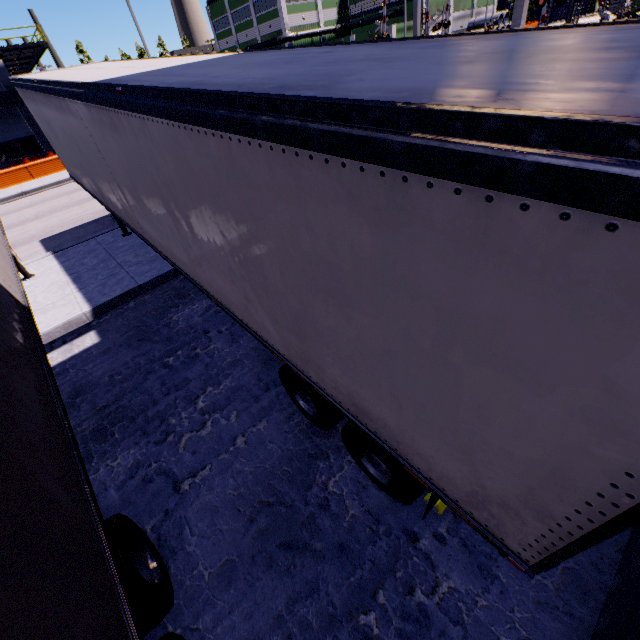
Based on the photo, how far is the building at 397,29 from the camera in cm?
4974

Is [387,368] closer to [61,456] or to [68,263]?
[61,456]

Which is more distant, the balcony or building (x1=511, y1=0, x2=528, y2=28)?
the balcony

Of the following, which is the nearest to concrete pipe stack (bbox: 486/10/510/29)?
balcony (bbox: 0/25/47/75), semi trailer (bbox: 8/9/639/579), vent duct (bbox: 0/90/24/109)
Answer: semi trailer (bbox: 8/9/639/579)

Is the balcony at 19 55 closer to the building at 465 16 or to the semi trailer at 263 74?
the building at 465 16

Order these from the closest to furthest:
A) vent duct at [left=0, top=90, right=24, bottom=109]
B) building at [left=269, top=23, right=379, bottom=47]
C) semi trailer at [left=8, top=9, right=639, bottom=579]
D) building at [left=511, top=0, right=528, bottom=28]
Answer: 1. semi trailer at [left=8, top=9, right=639, bottom=579]
2. building at [left=511, top=0, right=528, bottom=28]
3. vent duct at [left=0, top=90, right=24, bottom=109]
4. building at [left=269, top=23, right=379, bottom=47]

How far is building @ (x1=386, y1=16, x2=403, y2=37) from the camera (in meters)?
49.74

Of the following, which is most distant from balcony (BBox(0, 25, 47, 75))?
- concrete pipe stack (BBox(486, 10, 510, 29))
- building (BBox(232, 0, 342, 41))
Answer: concrete pipe stack (BBox(486, 10, 510, 29))
